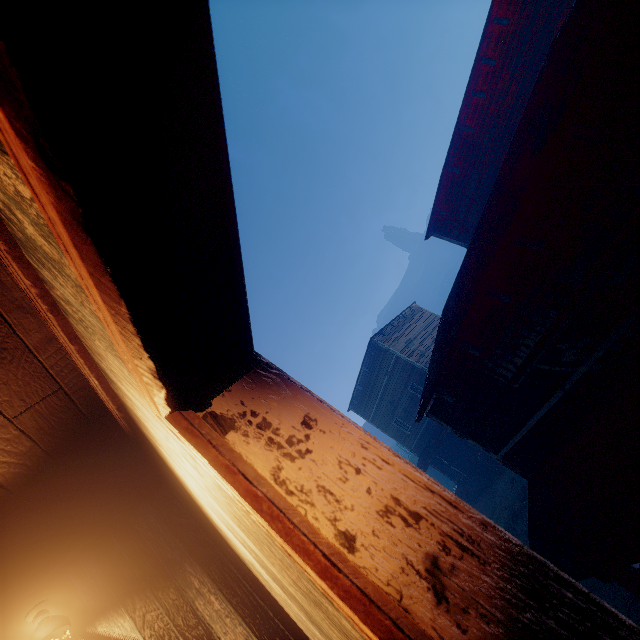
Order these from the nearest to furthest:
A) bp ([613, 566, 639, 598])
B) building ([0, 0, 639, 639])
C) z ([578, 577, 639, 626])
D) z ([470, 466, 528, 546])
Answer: building ([0, 0, 639, 639]) < bp ([613, 566, 639, 598]) < z ([578, 577, 639, 626]) < z ([470, 466, 528, 546])

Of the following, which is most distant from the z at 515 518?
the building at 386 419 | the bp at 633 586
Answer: the bp at 633 586

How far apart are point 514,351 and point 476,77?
10.5m

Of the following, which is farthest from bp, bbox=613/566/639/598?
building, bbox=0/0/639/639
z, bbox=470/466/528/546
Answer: z, bbox=470/466/528/546

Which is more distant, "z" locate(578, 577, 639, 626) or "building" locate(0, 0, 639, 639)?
"z" locate(578, 577, 639, 626)

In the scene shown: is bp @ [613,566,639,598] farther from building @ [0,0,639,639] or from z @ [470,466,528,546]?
z @ [470,466,528,546]

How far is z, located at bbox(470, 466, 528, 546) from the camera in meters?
14.9 m

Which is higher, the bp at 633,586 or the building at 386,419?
the building at 386,419
